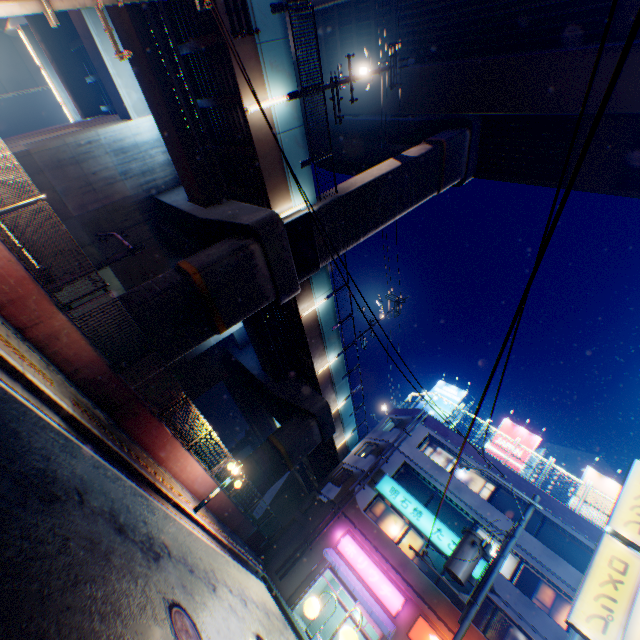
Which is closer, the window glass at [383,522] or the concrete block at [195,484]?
the concrete block at [195,484]

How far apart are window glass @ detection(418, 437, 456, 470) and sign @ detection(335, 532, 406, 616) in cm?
757

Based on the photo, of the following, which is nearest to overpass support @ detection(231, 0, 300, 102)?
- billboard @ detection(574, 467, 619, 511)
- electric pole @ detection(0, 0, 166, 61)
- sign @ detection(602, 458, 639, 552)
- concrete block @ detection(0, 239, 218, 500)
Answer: concrete block @ detection(0, 239, 218, 500)

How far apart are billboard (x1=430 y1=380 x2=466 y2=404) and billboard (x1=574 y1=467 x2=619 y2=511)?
9.0m

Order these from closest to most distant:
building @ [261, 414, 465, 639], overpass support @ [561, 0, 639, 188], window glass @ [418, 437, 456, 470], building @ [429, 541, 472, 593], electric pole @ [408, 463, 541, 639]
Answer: electric pole @ [408, 463, 541, 639]
overpass support @ [561, 0, 639, 188]
building @ [261, 414, 465, 639]
building @ [429, 541, 472, 593]
window glass @ [418, 437, 456, 470]

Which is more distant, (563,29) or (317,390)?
(317,390)

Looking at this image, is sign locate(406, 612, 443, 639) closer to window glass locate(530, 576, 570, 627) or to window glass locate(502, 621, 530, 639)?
window glass locate(502, 621, 530, 639)

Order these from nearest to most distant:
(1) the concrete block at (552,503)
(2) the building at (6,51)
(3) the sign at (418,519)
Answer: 1. (1) the concrete block at (552,503)
2. (3) the sign at (418,519)
3. (2) the building at (6,51)
